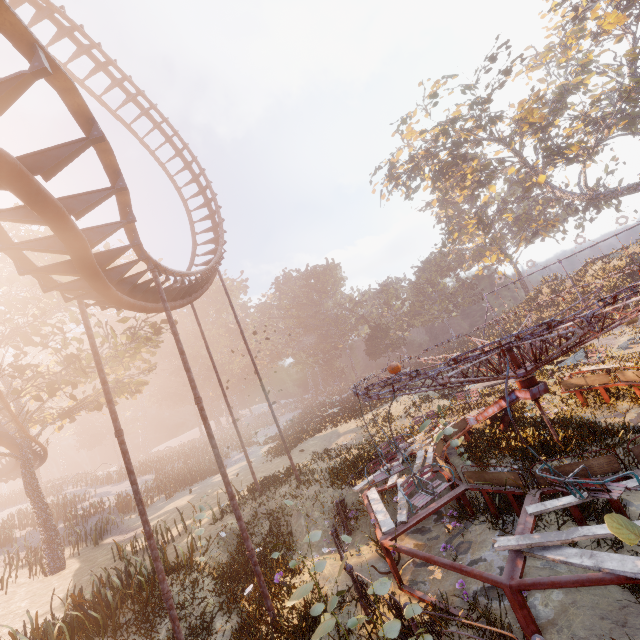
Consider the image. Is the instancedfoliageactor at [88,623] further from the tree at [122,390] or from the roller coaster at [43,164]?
the tree at [122,390]

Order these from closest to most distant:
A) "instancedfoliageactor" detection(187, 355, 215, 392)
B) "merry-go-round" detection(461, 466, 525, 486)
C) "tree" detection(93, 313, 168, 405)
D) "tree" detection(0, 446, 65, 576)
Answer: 1. "merry-go-round" detection(461, 466, 525, 486)
2. "tree" detection(0, 446, 65, 576)
3. "tree" detection(93, 313, 168, 405)
4. "instancedfoliageactor" detection(187, 355, 215, 392)

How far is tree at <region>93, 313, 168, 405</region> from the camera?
18.9m

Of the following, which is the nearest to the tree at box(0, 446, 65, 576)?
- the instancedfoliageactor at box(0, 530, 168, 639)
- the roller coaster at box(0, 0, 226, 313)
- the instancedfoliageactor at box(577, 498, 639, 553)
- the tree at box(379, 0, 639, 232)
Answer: the roller coaster at box(0, 0, 226, 313)

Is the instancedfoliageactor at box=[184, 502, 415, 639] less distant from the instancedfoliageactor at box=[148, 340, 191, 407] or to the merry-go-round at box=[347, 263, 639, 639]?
the merry-go-round at box=[347, 263, 639, 639]

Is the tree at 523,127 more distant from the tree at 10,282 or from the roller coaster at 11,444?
the tree at 10,282

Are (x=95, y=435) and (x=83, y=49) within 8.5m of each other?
no
